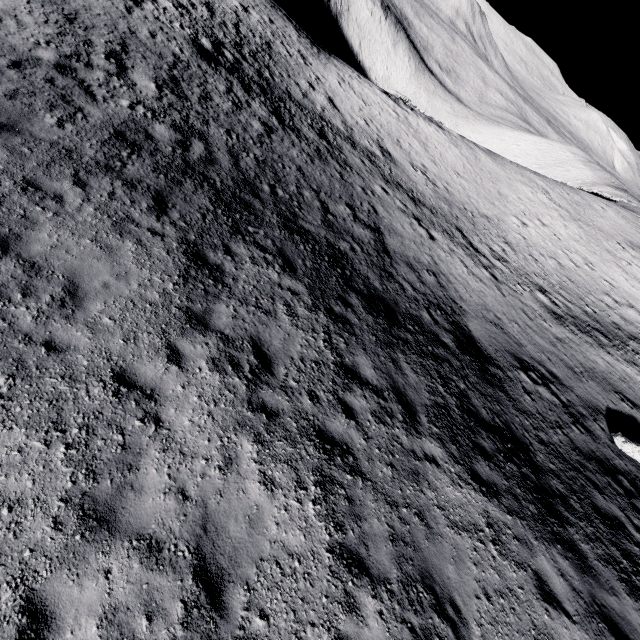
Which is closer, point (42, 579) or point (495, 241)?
point (42, 579)
